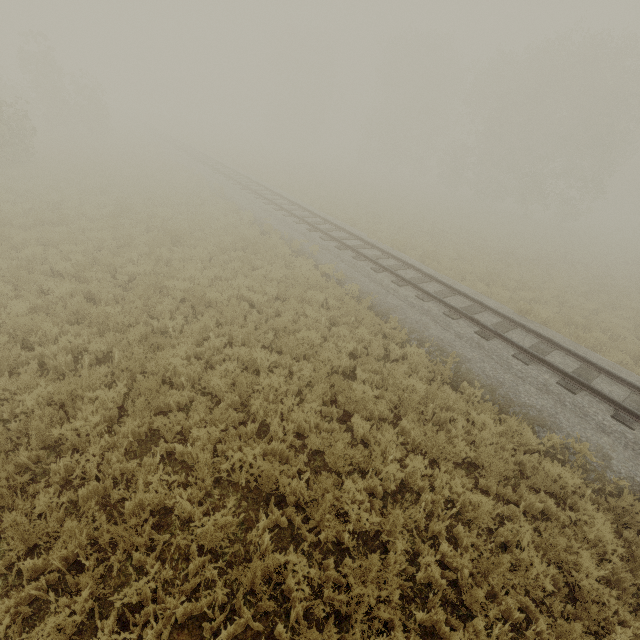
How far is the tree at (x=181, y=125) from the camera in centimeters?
5091cm

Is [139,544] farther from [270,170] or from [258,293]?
[270,170]

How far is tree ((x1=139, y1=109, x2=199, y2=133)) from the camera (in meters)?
50.91
